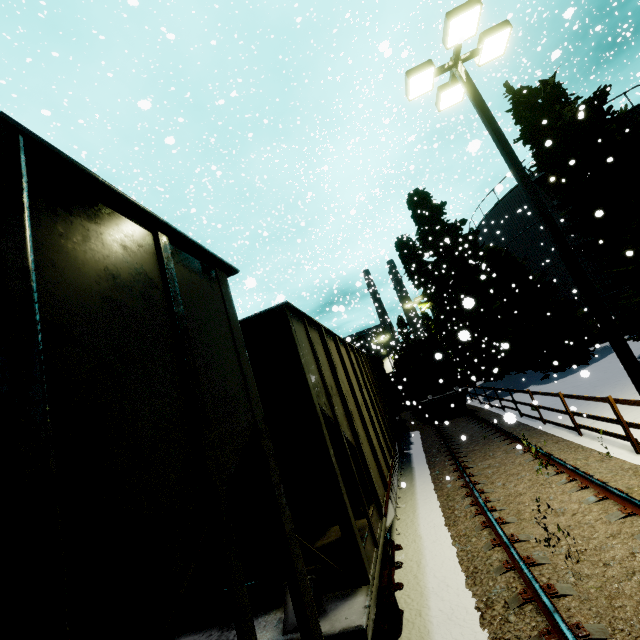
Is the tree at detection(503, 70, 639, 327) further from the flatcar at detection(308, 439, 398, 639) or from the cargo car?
the flatcar at detection(308, 439, 398, 639)

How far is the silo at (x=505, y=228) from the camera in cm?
2108

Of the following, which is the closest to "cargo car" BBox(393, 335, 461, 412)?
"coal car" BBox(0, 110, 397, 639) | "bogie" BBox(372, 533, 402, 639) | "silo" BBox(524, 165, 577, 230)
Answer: "coal car" BBox(0, 110, 397, 639)

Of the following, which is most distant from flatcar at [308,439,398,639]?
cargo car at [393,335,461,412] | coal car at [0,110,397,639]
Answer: cargo car at [393,335,461,412]

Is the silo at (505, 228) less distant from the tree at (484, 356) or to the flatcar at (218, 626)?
the tree at (484, 356)

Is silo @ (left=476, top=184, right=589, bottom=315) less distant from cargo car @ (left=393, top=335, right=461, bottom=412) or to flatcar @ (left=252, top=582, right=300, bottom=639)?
cargo car @ (left=393, top=335, right=461, bottom=412)

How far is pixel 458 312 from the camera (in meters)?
23.48

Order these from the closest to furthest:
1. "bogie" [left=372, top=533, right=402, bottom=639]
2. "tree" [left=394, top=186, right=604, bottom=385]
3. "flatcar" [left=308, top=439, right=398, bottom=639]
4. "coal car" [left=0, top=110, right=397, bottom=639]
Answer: "coal car" [left=0, top=110, right=397, bottom=639]
"flatcar" [left=308, top=439, right=398, bottom=639]
"bogie" [left=372, top=533, right=402, bottom=639]
"tree" [left=394, top=186, right=604, bottom=385]
